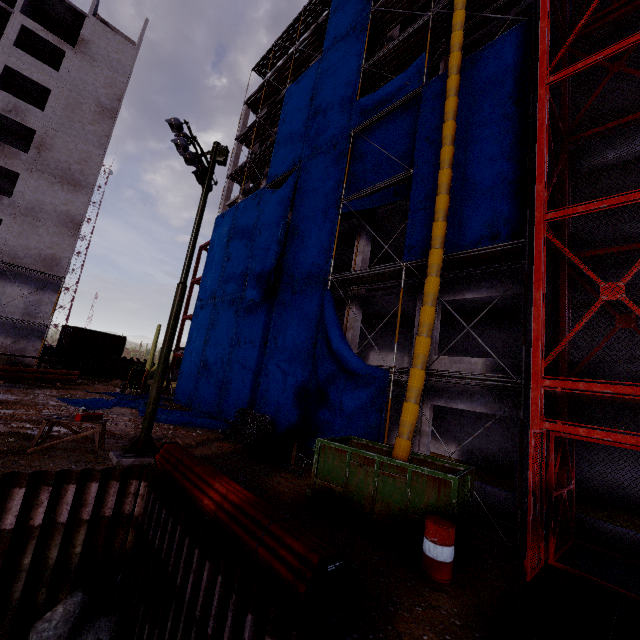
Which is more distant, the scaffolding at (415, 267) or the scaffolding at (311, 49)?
the scaffolding at (311, 49)

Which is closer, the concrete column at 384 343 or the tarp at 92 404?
the tarp at 92 404

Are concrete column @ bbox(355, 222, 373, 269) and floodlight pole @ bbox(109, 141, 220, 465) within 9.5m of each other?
yes

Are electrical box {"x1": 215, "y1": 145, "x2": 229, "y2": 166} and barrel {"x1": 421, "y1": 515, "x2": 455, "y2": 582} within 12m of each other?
no

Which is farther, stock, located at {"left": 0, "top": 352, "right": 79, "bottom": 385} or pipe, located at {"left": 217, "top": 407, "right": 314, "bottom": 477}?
stock, located at {"left": 0, "top": 352, "right": 79, "bottom": 385}

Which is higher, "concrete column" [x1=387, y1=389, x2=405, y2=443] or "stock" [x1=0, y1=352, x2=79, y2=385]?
"concrete column" [x1=387, y1=389, x2=405, y2=443]

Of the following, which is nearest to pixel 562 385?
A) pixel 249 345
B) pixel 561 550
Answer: pixel 561 550

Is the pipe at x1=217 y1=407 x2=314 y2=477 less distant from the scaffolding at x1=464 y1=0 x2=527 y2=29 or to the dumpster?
the dumpster
